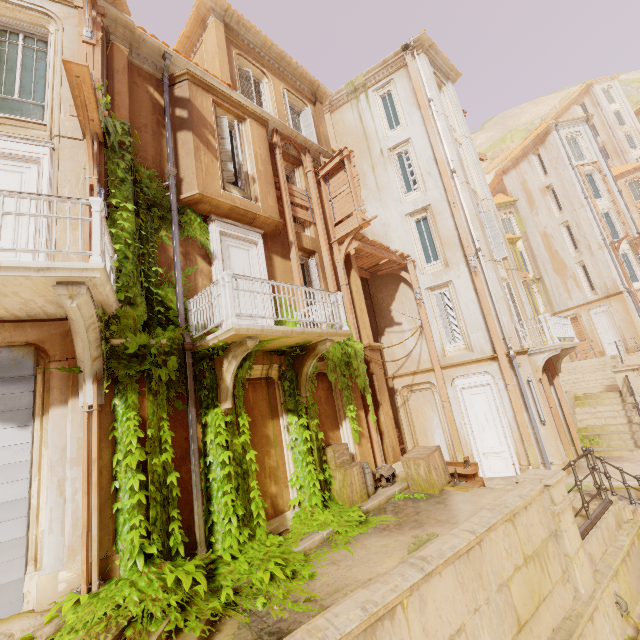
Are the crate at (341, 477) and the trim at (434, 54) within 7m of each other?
no

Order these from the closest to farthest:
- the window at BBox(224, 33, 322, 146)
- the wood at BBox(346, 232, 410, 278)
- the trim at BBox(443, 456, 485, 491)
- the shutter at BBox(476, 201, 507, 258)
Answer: the trim at BBox(443, 456, 485, 491) < the window at BBox(224, 33, 322, 146) < the wood at BBox(346, 232, 410, 278) < the shutter at BBox(476, 201, 507, 258)

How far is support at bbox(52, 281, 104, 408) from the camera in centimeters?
452cm

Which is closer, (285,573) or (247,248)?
(285,573)

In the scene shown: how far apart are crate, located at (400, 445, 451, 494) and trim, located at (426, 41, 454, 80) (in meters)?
18.79

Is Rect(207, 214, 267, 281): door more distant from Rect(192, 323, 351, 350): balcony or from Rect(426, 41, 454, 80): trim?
Rect(426, 41, 454, 80): trim

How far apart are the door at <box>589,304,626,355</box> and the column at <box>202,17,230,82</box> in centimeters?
3089cm

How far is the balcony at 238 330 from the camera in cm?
620
